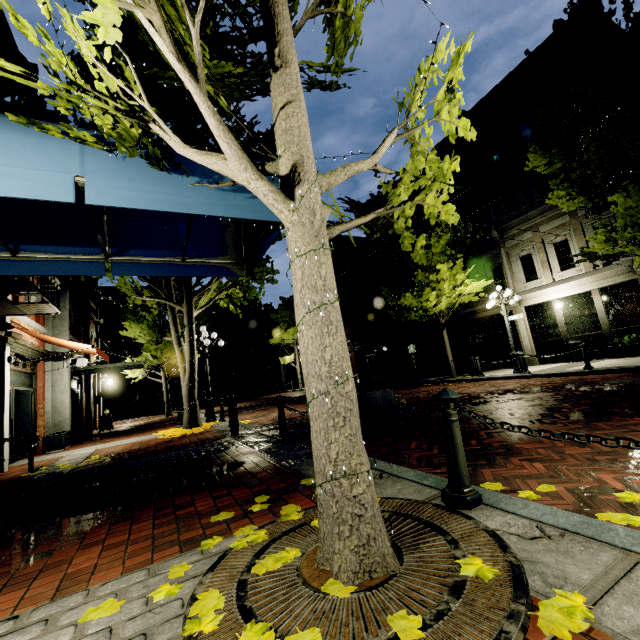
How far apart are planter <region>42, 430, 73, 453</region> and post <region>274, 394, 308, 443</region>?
8.63m

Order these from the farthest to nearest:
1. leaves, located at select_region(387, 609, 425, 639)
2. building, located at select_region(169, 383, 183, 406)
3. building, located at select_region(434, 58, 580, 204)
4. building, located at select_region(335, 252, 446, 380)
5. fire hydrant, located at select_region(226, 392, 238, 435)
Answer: building, located at select_region(169, 383, 183, 406)
building, located at select_region(335, 252, 446, 380)
building, located at select_region(434, 58, 580, 204)
fire hydrant, located at select_region(226, 392, 238, 435)
leaves, located at select_region(387, 609, 425, 639)

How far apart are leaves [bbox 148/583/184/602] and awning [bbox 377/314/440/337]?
18.1m

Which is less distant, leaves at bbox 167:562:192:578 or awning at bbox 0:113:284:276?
leaves at bbox 167:562:192:578

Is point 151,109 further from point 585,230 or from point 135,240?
point 585,230

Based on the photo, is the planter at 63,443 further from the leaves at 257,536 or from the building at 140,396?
the leaves at 257,536

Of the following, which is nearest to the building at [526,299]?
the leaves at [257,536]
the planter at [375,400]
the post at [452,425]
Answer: the leaves at [257,536]

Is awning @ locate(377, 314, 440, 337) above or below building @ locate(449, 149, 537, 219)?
below
